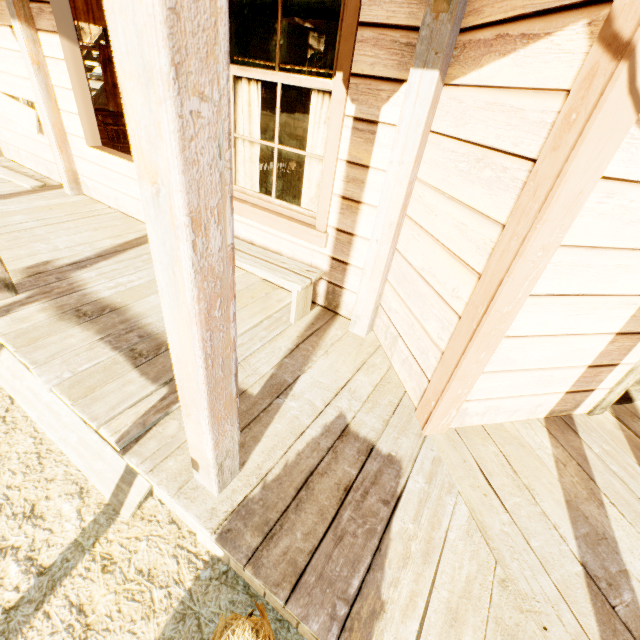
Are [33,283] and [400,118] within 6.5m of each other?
yes

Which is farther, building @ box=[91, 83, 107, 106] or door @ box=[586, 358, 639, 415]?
building @ box=[91, 83, 107, 106]

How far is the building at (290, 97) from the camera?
9.8 meters

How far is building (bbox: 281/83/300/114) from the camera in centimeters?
985cm

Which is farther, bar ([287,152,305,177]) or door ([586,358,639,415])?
bar ([287,152,305,177])

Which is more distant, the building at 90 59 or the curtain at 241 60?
the building at 90 59

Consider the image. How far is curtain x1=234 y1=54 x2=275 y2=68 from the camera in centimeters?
→ 273cm

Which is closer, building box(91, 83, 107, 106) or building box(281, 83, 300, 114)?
building box(91, 83, 107, 106)
